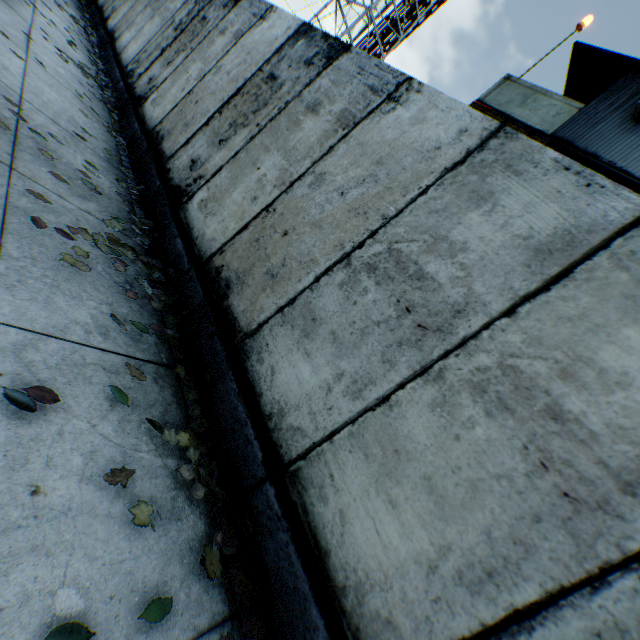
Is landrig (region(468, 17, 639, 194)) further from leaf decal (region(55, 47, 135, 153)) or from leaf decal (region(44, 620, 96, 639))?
leaf decal (region(44, 620, 96, 639))

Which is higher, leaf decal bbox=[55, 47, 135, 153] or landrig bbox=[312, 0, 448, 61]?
landrig bbox=[312, 0, 448, 61]

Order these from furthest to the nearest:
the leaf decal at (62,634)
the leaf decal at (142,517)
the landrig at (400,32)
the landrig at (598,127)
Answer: the landrig at (400,32)
the landrig at (598,127)
the leaf decal at (142,517)
the leaf decal at (62,634)

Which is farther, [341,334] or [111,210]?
[111,210]

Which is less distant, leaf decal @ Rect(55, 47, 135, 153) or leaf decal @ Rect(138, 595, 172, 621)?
leaf decal @ Rect(138, 595, 172, 621)

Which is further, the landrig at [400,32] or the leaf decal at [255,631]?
the landrig at [400,32]

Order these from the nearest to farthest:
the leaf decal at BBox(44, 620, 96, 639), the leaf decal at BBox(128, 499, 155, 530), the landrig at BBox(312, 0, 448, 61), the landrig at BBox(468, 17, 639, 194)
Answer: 1. the leaf decal at BBox(44, 620, 96, 639)
2. the leaf decal at BBox(128, 499, 155, 530)
3. the landrig at BBox(468, 17, 639, 194)
4. the landrig at BBox(312, 0, 448, 61)

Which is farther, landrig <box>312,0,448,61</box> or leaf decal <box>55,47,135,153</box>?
landrig <box>312,0,448,61</box>
